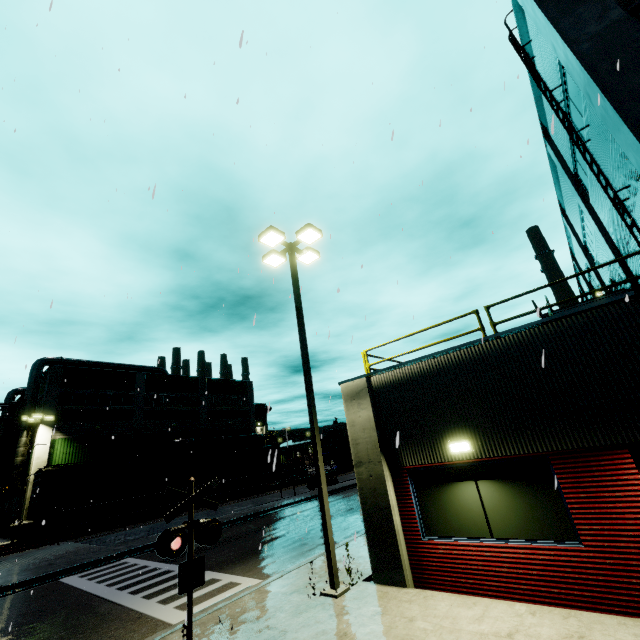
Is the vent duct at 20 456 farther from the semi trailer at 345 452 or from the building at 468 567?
the semi trailer at 345 452

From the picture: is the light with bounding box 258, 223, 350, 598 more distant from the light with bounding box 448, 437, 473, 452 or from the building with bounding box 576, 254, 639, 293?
the light with bounding box 448, 437, 473, 452

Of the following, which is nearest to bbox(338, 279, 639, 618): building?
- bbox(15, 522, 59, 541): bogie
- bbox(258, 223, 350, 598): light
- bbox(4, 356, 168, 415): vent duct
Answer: bbox(4, 356, 168, 415): vent duct

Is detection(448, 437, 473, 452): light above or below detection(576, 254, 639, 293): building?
below

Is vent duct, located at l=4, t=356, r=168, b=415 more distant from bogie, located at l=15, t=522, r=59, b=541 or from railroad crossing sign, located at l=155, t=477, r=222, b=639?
railroad crossing sign, located at l=155, t=477, r=222, b=639

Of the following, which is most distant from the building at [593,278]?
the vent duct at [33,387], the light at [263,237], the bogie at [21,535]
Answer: the bogie at [21,535]

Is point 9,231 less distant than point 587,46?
No

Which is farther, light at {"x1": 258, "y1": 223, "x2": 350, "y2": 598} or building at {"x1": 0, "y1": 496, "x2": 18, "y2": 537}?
building at {"x1": 0, "y1": 496, "x2": 18, "y2": 537}
